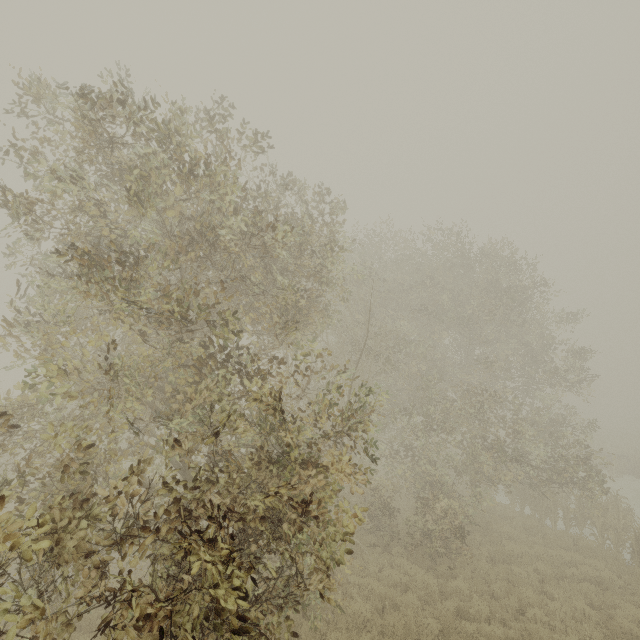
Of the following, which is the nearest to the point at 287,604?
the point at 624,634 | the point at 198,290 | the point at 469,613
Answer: the point at 198,290
